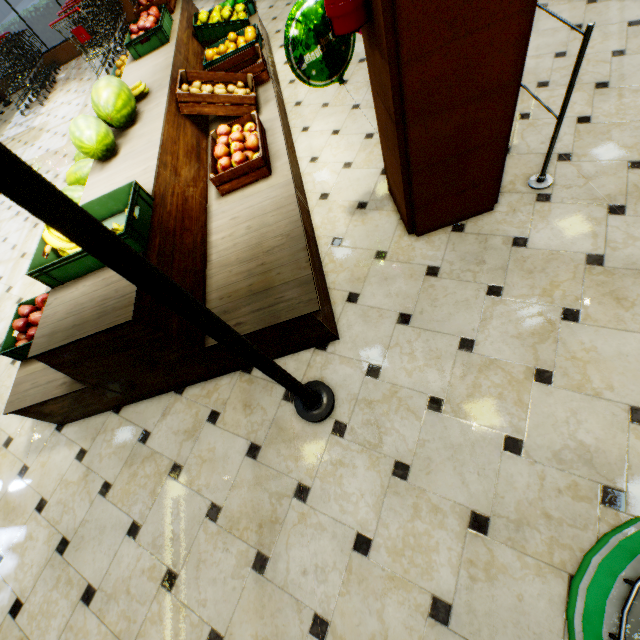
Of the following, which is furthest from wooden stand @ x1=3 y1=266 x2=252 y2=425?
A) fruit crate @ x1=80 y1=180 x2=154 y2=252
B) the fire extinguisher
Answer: the fire extinguisher

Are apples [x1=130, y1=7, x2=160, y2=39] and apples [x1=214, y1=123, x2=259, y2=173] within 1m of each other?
no

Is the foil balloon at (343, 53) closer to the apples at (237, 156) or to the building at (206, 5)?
the building at (206, 5)

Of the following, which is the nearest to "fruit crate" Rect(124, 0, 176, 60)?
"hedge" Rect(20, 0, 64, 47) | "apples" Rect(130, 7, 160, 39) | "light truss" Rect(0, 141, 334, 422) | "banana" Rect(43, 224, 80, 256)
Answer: "apples" Rect(130, 7, 160, 39)

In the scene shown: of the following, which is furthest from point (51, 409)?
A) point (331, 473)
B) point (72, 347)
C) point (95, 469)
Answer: point (331, 473)

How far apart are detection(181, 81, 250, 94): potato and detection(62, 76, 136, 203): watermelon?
0.48m

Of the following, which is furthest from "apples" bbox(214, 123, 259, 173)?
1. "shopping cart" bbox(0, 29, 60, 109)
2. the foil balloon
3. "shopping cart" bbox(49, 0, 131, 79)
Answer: "shopping cart" bbox(0, 29, 60, 109)

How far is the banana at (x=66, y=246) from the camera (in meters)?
2.02
